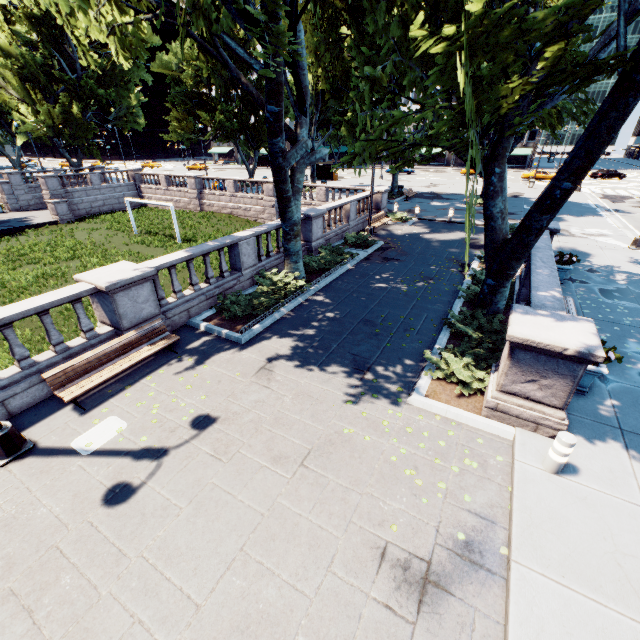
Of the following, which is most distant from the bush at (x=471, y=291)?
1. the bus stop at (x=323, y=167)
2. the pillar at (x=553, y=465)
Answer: the bus stop at (x=323, y=167)

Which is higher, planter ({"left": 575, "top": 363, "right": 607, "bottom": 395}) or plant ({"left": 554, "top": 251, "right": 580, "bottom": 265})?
plant ({"left": 554, "top": 251, "right": 580, "bottom": 265})

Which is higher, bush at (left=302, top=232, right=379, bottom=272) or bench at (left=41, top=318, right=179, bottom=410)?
bench at (left=41, top=318, right=179, bottom=410)

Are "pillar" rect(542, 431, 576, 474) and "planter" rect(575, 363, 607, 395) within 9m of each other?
yes

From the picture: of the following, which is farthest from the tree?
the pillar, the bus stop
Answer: the bus stop

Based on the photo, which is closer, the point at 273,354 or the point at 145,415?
the point at 145,415

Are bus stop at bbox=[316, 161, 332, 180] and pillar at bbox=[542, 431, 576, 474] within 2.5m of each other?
no

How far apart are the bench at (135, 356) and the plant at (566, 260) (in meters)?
14.36
